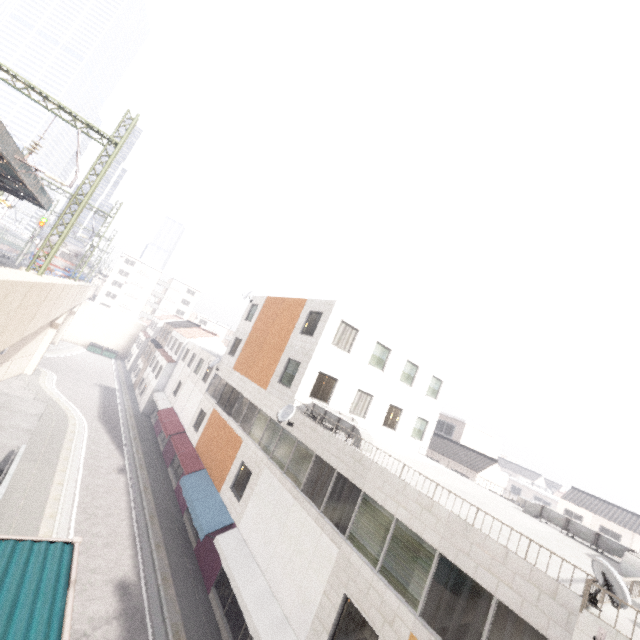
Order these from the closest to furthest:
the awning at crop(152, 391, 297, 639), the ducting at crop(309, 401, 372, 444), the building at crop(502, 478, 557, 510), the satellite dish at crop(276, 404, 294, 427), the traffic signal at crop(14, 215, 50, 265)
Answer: the awning at crop(152, 391, 297, 639)
the ducting at crop(309, 401, 372, 444)
the satellite dish at crop(276, 404, 294, 427)
the traffic signal at crop(14, 215, 50, 265)
the building at crop(502, 478, 557, 510)

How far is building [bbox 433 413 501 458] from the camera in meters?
34.9 m

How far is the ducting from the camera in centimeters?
1269cm

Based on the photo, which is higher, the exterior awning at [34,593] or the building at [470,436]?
the building at [470,436]

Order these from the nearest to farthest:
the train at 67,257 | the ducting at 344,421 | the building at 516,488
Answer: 1. the ducting at 344,421
2. the train at 67,257
3. the building at 516,488

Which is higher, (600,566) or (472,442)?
(472,442)

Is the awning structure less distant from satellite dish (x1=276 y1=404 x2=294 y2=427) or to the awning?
satellite dish (x1=276 y1=404 x2=294 y2=427)

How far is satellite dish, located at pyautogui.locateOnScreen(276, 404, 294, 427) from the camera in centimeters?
1487cm
